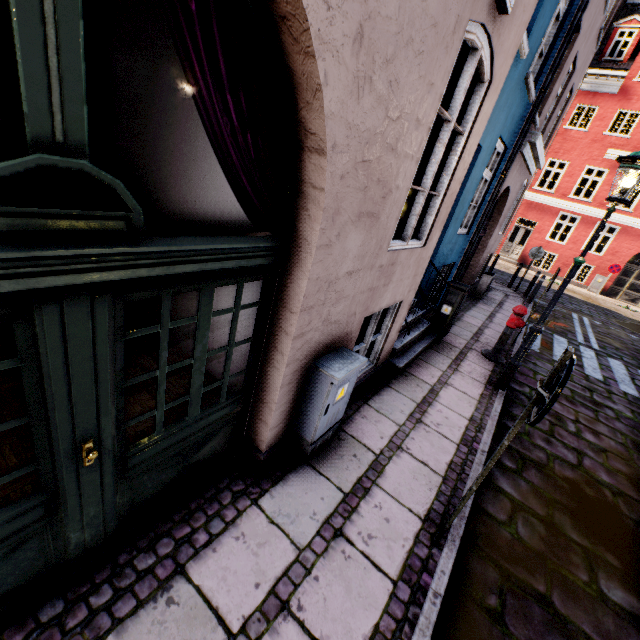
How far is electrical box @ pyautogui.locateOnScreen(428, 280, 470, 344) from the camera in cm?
609

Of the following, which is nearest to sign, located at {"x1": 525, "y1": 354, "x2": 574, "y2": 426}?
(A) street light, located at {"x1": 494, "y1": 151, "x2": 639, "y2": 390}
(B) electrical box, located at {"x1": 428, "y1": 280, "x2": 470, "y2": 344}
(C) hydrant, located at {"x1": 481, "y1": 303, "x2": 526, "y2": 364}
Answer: (A) street light, located at {"x1": 494, "y1": 151, "x2": 639, "y2": 390}

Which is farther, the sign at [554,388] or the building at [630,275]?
the building at [630,275]

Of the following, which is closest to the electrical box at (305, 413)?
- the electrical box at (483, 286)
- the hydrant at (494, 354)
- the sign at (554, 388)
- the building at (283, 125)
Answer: the building at (283, 125)

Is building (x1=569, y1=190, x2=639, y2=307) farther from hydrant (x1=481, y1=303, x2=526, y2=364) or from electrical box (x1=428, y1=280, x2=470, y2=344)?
electrical box (x1=428, y1=280, x2=470, y2=344)

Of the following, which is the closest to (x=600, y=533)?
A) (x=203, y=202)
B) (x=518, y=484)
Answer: (x=518, y=484)

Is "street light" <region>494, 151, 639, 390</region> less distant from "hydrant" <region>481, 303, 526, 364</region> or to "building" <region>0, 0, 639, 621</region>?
"hydrant" <region>481, 303, 526, 364</region>

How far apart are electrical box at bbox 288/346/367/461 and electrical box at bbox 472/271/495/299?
9.15m
